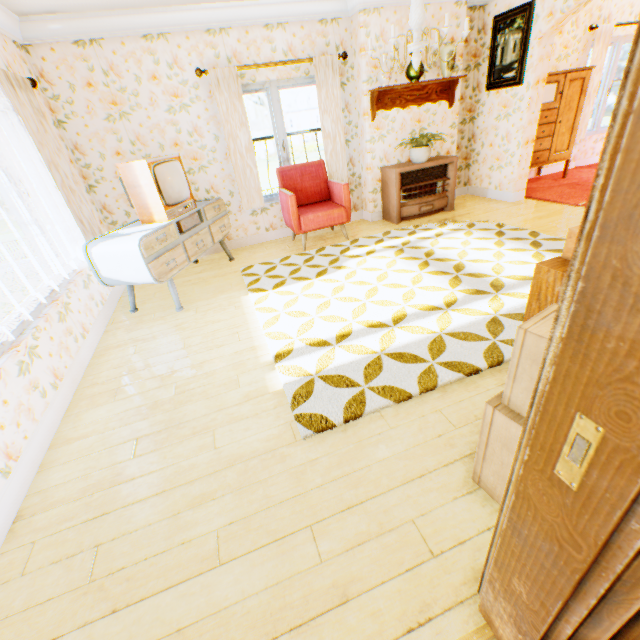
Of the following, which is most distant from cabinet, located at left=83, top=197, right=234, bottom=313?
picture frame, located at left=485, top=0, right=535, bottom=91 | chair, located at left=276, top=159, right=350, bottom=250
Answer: picture frame, located at left=485, top=0, right=535, bottom=91

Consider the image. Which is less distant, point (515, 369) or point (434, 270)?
point (515, 369)

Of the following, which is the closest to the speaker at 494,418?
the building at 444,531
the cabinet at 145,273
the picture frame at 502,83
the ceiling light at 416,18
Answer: the building at 444,531

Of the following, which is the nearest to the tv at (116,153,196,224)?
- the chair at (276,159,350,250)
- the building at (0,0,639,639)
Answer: the building at (0,0,639,639)

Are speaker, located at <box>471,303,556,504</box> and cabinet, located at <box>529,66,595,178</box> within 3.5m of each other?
no

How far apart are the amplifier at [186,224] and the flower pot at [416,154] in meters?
3.6 m

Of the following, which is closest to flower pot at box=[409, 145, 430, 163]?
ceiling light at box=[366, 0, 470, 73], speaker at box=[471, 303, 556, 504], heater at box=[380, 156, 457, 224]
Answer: heater at box=[380, 156, 457, 224]

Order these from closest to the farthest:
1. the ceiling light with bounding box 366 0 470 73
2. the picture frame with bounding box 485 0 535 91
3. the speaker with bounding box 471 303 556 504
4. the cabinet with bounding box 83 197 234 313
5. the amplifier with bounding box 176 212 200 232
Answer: the speaker with bounding box 471 303 556 504, the ceiling light with bounding box 366 0 470 73, the cabinet with bounding box 83 197 234 313, the amplifier with bounding box 176 212 200 232, the picture frame with bounding box 485 0 535 91
